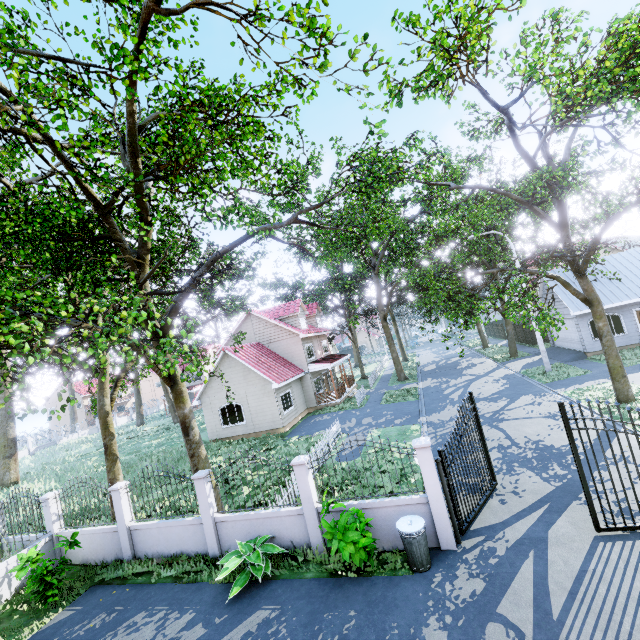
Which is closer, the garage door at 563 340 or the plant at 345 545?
the plant at 345 545

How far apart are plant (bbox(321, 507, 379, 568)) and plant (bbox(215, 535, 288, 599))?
1.25m

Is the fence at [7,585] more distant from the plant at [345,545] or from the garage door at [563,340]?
the garage door at [563,340]

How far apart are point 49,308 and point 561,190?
22.2m

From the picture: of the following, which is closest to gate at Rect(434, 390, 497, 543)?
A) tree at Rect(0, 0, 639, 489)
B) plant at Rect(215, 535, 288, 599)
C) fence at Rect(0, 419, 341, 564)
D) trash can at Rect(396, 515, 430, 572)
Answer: fence at Rect(0, 419, 341, 564)

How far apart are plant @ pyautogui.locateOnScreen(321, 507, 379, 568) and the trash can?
0.6m

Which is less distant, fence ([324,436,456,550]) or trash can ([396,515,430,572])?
trash can ([396,515,430,572])

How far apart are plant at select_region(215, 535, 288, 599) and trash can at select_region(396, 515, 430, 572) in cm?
311
